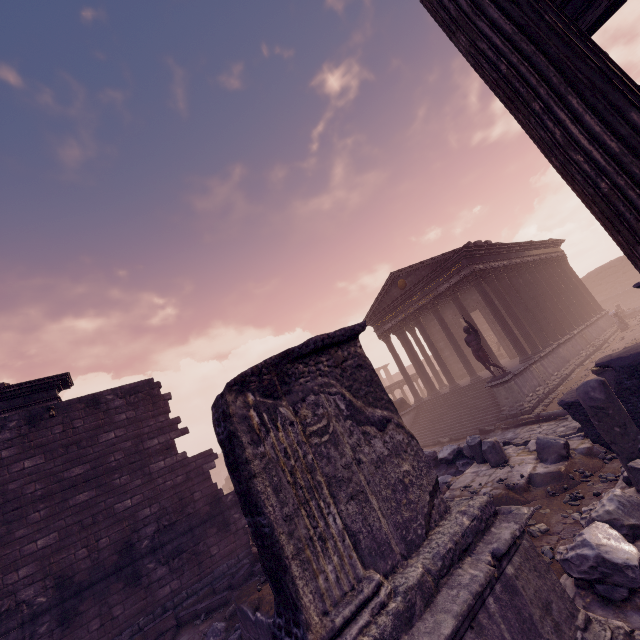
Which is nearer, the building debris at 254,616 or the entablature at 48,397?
the building debris at 254,616

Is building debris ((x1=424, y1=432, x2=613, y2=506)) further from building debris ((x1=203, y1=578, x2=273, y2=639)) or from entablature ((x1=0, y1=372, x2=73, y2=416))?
entablature ((x1=0, y1=372, x2=73, y2=416))

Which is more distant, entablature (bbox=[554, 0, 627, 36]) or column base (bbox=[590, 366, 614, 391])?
column base (bbox=[590, 366, 614, 391])

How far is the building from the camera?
14.51m

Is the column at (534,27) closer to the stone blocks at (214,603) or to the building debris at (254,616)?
the building debris at (254,616)

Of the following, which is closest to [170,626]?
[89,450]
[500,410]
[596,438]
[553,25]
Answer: [89,450]

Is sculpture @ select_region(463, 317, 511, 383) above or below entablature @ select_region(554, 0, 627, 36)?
below

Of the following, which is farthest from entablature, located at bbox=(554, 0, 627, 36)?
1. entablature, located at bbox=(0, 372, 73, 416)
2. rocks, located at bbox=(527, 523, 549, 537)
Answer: entablature, located at bbox=(0, 372, 73, 416)
